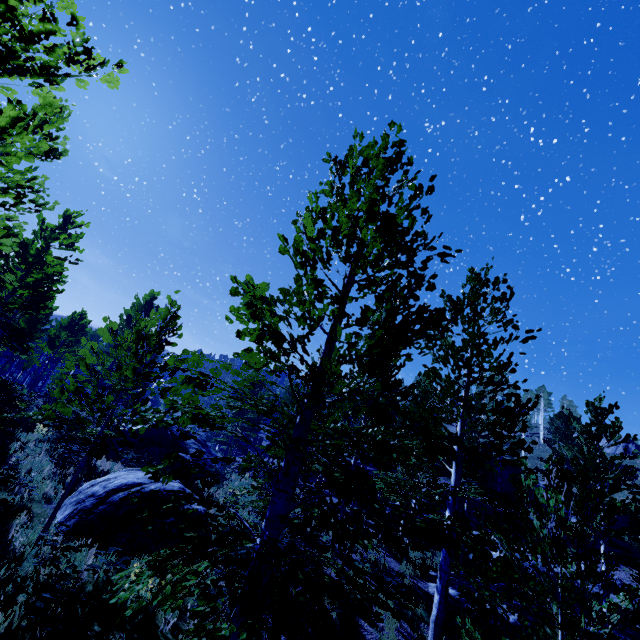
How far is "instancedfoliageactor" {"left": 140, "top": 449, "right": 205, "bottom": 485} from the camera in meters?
3.4

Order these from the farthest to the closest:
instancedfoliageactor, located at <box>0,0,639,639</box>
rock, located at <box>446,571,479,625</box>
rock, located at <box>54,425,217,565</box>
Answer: rock, located at <box>446,571,479,625</box>
rock, located at <box>54,425,217,565</box>
instancedfoliageactor, located at <box>0,0,639,639</box>

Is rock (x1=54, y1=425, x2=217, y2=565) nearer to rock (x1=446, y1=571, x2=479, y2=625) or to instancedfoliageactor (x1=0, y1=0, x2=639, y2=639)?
instancedfoliageactor (x1=0, y1=0, x2=639, y2=639)

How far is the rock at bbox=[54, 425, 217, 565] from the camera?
7.34m

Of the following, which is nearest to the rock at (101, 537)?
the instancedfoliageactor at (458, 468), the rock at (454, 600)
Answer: the instancedfoliageactor at (458, 468)

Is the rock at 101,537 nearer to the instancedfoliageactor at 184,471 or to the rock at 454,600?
the instancedfoliageactor at 184,471

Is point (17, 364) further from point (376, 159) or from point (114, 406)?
point (376, 159)

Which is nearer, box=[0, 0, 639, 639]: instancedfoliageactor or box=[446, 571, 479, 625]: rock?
box=[0, 0, 639, 639]: instancedfoliageactor
